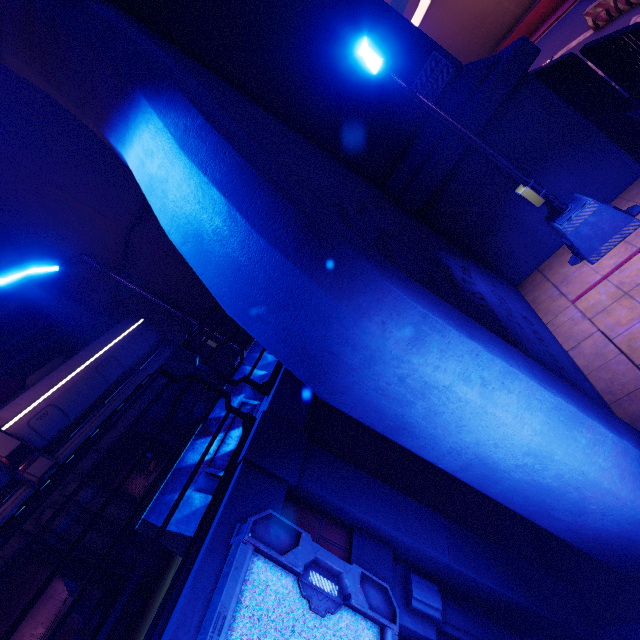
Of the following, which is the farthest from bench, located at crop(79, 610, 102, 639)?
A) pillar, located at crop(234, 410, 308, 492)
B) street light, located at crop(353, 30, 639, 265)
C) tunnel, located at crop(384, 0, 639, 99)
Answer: tunnel, located at crop(384, 0, 639, 99)

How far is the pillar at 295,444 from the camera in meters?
3.1 m

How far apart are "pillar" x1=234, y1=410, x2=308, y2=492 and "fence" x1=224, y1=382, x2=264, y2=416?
0.6 meters

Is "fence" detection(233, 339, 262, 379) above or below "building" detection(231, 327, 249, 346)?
below

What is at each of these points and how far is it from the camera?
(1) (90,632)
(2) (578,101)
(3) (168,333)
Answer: (1) bench, 5.15m
(2) fence, 7.92m
(3) building, 10.23m

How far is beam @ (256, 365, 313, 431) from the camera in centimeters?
367cm

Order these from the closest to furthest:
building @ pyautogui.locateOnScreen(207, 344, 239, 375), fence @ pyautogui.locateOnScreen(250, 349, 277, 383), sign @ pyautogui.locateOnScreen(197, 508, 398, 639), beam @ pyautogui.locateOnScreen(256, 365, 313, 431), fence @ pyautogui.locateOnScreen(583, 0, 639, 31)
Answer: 1. sign @ pyautogui.locateOnScreen(197, 508, 398, 639)
2. beam @ pyautogui.locateOnScreen(256, 365, 313, 431)
3. fence @ pyautogui.locateOnScreen(250, 349, 277, 383)
4. building @ pyautogui.locateOnScreen(207, 344, 239, 375)
5. fence @ pyautogui.locateOnScreen(583, 0, 639, 31)

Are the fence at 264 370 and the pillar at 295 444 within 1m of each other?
no
